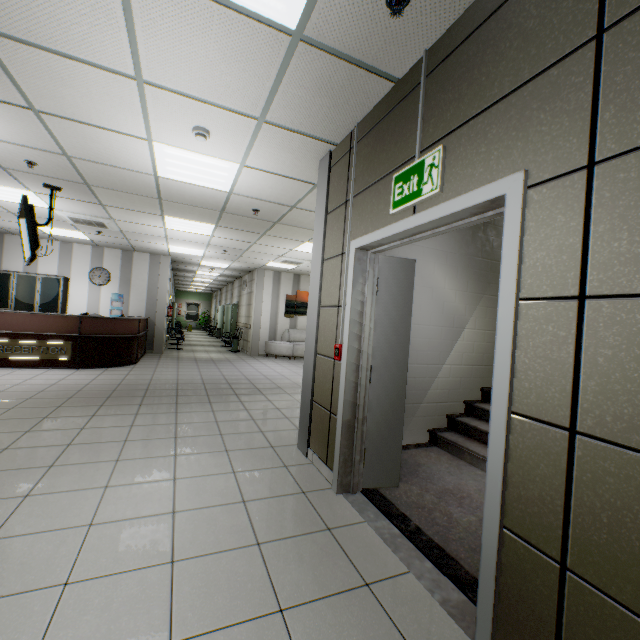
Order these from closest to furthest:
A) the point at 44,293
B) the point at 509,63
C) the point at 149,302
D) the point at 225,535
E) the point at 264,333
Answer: the point at 509,63 → the point at 225,535 → the point at 44,293 → the point at 149,302 → the point at 264,333

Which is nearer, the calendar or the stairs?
the stairs

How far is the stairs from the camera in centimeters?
206cm

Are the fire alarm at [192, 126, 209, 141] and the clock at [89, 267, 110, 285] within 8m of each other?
no

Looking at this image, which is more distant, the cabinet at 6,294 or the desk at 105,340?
the cabinet at 6,294

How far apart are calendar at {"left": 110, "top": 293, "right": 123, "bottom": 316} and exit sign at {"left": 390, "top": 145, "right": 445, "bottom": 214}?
10.5m

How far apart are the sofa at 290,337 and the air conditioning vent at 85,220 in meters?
5.9

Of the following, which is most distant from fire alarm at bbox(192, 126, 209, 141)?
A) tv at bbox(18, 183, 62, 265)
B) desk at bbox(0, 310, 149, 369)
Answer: desk at bbox(0, 310, 149, 369)
